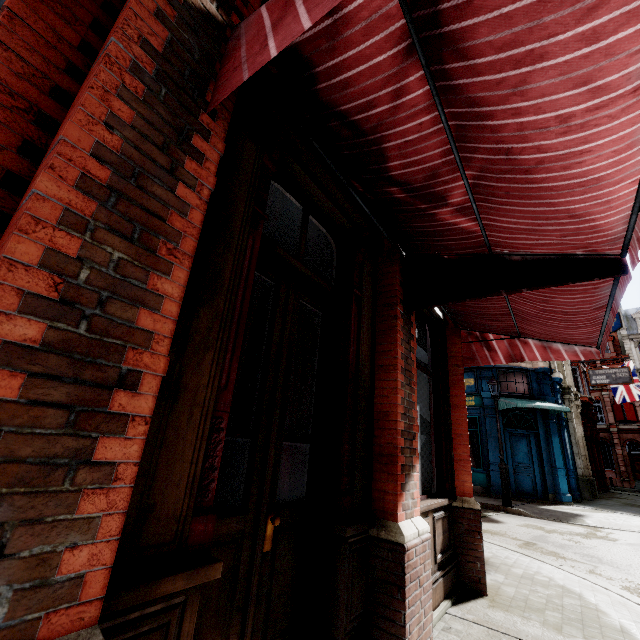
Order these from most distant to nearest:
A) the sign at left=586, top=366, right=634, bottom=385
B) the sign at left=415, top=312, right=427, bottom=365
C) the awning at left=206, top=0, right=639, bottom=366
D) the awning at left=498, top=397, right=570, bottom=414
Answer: the sign at left=586, top=366, right=634, bottom=385 < the awning at left=498, top=397, right=570, bottom=414 < the sign at left=415, top=312, right=427, bottom=365 < the awning at left=206, top=0, right=639, bottom=366

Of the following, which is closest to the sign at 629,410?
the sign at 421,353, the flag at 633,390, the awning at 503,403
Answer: the flag at 633,390

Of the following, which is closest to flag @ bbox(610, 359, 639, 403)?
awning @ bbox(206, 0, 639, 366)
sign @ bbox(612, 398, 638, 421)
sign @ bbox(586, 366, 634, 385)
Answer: sign @ bbox(586, 366, 634, 385)

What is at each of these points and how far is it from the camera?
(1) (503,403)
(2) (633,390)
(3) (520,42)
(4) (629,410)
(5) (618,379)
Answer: (1) awning, 14.81m
(2) flag, 24.16m
(3) awning, 1.28m
(4) sign, 35.16m
(5) sign, 19.61m

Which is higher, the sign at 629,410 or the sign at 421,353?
the sign at 629,410

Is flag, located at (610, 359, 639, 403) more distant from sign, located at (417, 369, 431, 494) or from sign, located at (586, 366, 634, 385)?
sign, located at (417, 369, 431, 494)

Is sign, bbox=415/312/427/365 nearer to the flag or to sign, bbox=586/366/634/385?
sign, bbox=586/366/634/385

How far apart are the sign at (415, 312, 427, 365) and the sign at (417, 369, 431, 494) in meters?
0.1
